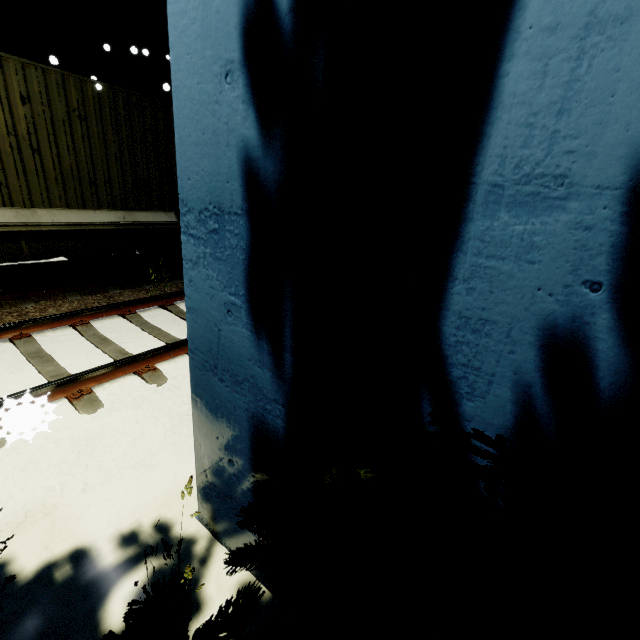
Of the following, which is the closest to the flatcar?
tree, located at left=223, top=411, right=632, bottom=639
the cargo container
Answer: the cargo container

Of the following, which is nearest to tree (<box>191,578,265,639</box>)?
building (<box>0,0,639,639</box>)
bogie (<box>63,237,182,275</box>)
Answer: building (<box>0,0,639,639</box>)

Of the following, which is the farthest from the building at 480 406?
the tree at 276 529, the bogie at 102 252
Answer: the bogie at 102 252

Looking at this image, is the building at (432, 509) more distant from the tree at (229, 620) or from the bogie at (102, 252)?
the bogie at (102, 252)

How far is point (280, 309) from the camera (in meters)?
1.49

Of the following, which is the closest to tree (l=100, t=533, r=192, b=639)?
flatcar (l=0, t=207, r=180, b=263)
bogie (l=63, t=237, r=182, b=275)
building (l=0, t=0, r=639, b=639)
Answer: building (l=0, t=0, r=639, b=639)

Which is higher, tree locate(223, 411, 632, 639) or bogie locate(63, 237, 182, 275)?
tree locate(223, 411, 632, 639)

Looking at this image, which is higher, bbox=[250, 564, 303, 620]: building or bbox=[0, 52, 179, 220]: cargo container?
bbox=[0, 52, 179, 220]: cargo container
